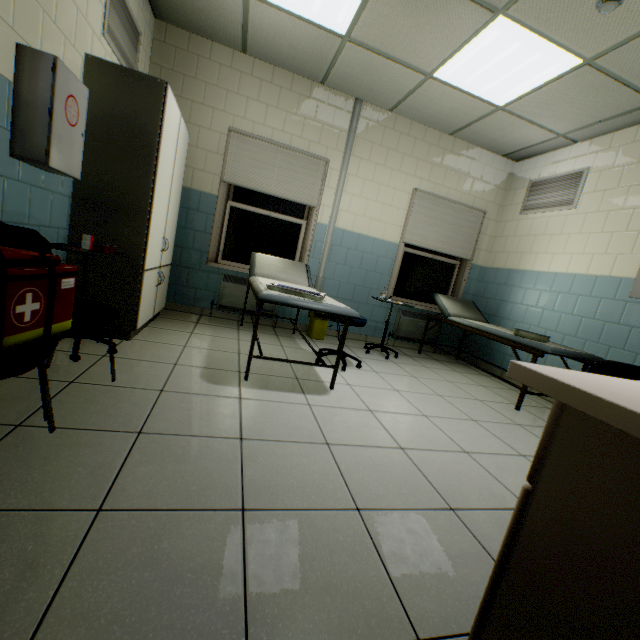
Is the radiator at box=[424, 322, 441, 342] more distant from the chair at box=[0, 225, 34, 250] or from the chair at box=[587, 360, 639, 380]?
the chair at box=[0, 225, 34, 250]

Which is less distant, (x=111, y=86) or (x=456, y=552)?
(x=456, y=552)

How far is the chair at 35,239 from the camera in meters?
1.7 m

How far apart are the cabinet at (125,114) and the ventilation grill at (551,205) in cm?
473

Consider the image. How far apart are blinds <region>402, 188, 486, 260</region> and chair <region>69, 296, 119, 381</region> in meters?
4.0 m

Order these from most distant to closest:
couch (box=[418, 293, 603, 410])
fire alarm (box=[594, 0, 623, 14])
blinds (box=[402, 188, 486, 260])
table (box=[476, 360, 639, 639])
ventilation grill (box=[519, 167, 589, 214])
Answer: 1. blinds (box=[402, 188, 486, 260])
2. ventilation grill (box=[519, 167, 589, 214])
3. couch (box=[418, 293, 603, 410])
4. fire alarm (box=[594, 0, 623, 14])
5. table (box=[476, 360, 639, 639])

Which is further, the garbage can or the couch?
the garbage can

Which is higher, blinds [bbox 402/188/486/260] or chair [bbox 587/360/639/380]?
blinds [bbox 402/188/486/260]
